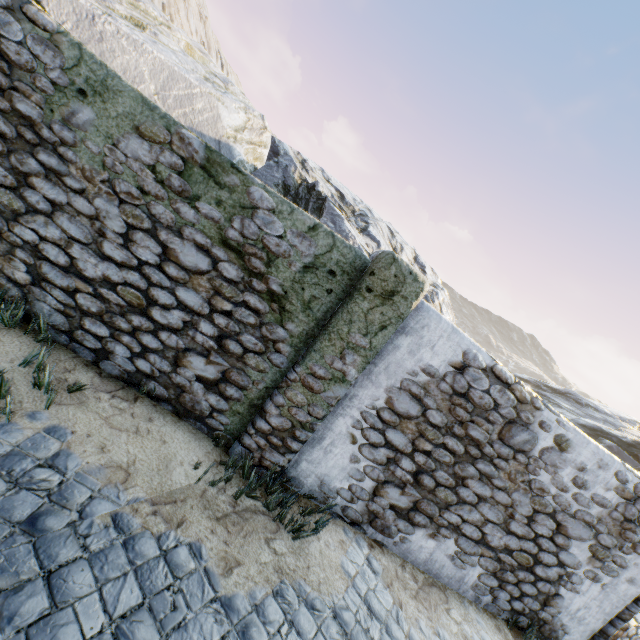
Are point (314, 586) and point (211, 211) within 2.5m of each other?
no

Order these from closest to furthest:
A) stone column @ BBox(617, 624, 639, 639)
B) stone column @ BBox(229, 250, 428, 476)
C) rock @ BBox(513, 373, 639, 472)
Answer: stone column @ BBox(229, 250, 428, 476) → stone column @ BBox(617, 624, 639, 639) → rock @ BBox(513, 373, 639, 472)

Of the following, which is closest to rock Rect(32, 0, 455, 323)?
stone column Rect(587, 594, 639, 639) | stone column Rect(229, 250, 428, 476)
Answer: stone column Rect(229, 250, 428, 476)

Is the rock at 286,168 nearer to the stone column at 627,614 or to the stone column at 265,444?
the stone column at 265,444

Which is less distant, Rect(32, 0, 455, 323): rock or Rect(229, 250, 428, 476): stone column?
Rect(229, 250, 428, 476): stone column

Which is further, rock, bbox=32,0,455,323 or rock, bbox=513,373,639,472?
rock, bbox=513,373,639,472

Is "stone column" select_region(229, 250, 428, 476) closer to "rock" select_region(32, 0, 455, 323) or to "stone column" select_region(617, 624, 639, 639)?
"rock" select_region(32, 0, 455, 323)

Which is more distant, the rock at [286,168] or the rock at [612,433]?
the rock at [612,433]
